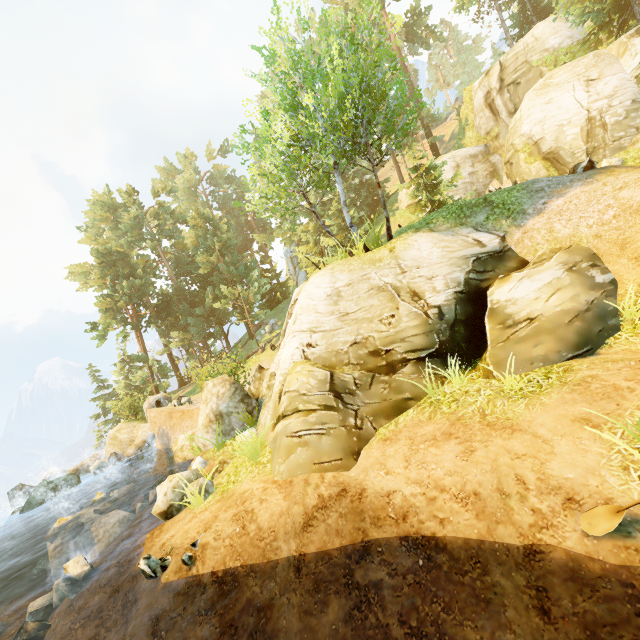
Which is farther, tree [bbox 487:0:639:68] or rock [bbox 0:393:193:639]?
tree [bbox 487:0:639:68]

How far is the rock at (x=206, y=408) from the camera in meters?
12.1

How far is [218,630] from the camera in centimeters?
533cm

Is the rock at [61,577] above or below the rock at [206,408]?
below

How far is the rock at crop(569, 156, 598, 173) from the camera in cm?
1221

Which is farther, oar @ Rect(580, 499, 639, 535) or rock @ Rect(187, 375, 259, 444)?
rock @ Rect(187, 375, 259, 444)

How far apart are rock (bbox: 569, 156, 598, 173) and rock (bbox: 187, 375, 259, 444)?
15.5 meters

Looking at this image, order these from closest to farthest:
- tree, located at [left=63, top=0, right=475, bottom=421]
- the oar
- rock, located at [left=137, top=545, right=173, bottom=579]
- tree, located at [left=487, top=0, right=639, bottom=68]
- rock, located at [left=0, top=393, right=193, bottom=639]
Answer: the oar, rock, located at [left=137, top=545, right=173, bottom=579], rock, located at [left=0, top=393, right=193, bottom=639], tree, located at [left=63, top=0, right=475, bottom=421], tree, located at [left=487, top=0, right=639, bottom=68]
